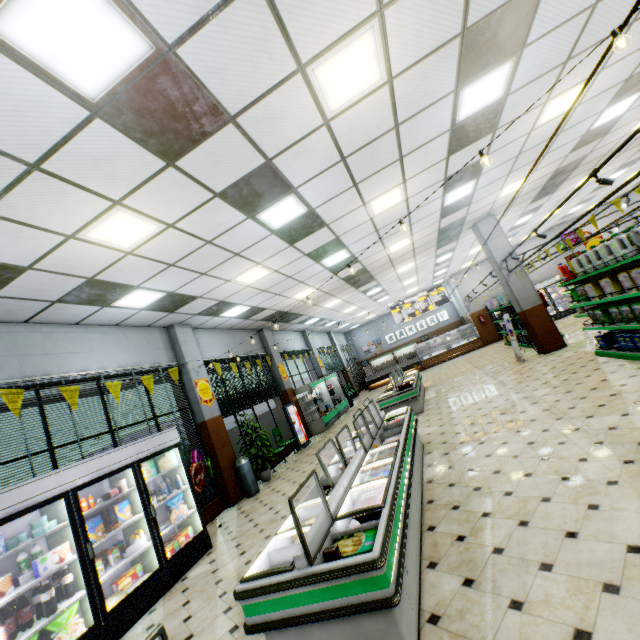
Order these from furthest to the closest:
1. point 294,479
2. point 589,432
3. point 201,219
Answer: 1. point 294,479
2. point 201,219
3. point 589,432

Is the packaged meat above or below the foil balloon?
below

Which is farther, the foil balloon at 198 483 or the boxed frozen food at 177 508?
the foil balloon at 198 483

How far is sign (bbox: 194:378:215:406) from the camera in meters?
8.6

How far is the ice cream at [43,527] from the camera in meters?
3.9

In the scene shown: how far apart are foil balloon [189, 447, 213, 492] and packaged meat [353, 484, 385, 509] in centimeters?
436cm

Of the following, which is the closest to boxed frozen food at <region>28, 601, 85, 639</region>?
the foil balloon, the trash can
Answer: the foil balloon

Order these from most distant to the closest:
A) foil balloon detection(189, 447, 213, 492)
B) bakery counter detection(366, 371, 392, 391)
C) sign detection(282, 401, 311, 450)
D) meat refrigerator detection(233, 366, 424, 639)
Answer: bakery counter detection(366, 371, 392, 391)
sign detection(282, 401, 311, 450)
foil balloon detection(189, 447, 213, 492)
meat refrigerator detection(233, 366, 424, 639)
